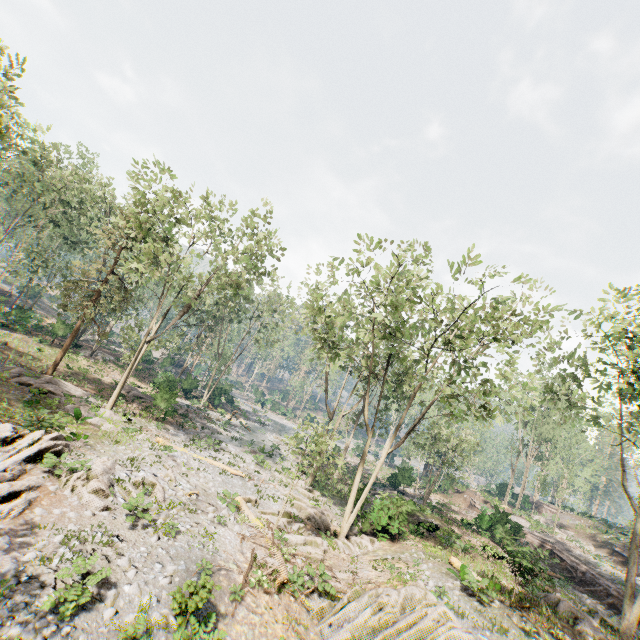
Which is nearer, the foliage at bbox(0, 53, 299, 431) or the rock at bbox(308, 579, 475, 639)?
the rock at bbox(308, 579, 475, 639)

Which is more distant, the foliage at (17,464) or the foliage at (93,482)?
the foliage at (93,482)

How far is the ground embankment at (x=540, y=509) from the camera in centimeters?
4720cm

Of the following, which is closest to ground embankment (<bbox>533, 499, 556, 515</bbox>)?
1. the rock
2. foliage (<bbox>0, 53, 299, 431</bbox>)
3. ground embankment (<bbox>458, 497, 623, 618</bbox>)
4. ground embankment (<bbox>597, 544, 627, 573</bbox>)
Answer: foliage (<bbox>0, 53, 299, 431</bbox>)

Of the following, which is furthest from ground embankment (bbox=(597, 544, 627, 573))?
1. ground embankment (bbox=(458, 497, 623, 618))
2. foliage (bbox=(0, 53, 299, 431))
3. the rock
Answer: the rock

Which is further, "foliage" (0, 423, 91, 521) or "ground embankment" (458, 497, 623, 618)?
"ground embankment" (458, 497, 623, 618)

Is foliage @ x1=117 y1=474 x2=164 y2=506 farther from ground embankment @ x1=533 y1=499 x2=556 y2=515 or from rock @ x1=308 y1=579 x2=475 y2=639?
ground embankment @ x1=533 y1=499 x2=556 y2=515

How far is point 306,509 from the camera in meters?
21.3
